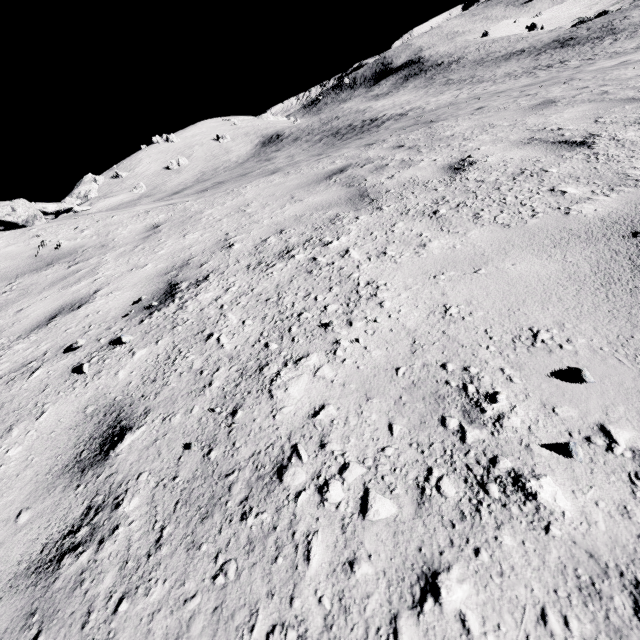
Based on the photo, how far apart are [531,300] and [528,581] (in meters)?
1.11
